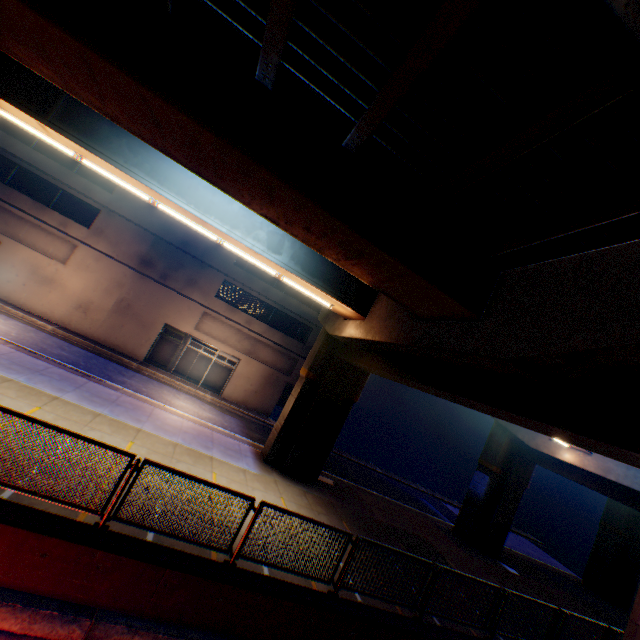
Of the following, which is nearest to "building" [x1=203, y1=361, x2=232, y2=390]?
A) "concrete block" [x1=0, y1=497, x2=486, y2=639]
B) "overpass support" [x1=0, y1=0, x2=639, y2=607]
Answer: "overpass support" [x1=0, y1=0, x2=639, y2=607]

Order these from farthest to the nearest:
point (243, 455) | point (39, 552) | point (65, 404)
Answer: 1. point (243, 455)
2. point (65, 404)
3. point (39, 552)

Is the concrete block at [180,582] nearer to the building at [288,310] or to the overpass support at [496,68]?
the overpass support at [496,68]

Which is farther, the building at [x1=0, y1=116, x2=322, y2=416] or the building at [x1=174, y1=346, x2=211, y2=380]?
the building at [x1=174, y1=346, x2=211, y2=380]

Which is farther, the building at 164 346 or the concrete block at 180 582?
the building at 164 346

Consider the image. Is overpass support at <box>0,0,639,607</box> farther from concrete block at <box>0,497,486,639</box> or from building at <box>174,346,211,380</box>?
building at <box>174,346,211,380</box>
